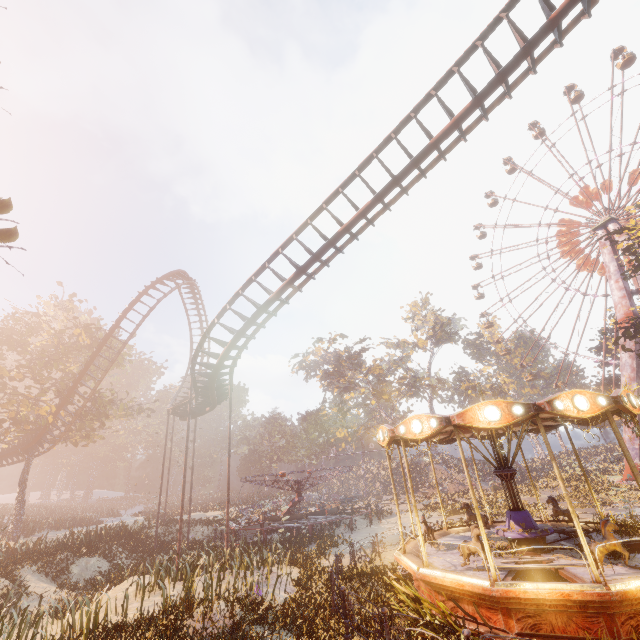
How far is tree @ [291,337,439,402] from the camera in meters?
52.8

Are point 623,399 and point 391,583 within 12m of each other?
yes

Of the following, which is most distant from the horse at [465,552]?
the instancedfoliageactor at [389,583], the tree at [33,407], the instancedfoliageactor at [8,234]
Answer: the tree at [33,407]

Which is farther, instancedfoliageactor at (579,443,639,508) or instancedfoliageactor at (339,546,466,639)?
instancedfoliageactor at (579,443,639,508)

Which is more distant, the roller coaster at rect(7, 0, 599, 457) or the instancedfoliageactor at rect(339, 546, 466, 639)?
the roller coaster at rect(7, 0, 599, 457)

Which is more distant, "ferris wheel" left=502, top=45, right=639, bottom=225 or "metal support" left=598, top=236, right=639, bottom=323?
"ferris wheel" left=502, top=45, right=639, bottom=225

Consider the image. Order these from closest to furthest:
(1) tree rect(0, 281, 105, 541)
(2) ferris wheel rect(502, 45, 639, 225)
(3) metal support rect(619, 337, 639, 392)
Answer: (1) tree rect(0, 281, 105, 541)
(3) metal support rect(619, 337, 639, 392)
(2) ferris wheel rect(502, 45, 639, 225)

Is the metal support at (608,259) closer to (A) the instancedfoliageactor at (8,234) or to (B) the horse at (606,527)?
(A) the instancedfoliageactor at (8,234)
